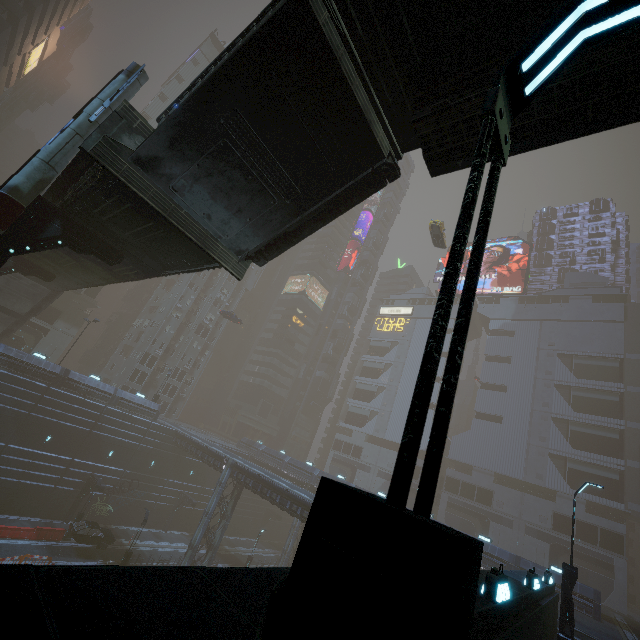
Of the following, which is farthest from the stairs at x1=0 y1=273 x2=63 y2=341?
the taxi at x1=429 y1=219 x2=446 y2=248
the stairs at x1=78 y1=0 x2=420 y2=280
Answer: the taxi at x1=429 y1=219 x2=446 y2=248

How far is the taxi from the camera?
37.00m

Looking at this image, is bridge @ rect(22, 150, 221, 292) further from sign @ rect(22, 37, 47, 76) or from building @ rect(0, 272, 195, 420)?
sign @ rect(22, 37, 47, 76)

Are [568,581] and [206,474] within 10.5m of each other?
no

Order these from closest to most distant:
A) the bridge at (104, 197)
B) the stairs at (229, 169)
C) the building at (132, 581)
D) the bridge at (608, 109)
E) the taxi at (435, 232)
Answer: the building at (132, 581) < the bridge at (608, 109) < the stairs at (229, 169) < the bridge at (104, 197) < the taxi at (435, 232)

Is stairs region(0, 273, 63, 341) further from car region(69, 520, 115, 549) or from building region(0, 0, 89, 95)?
car region(69, 520, 115, 549)

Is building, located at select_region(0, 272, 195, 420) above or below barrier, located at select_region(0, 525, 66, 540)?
above

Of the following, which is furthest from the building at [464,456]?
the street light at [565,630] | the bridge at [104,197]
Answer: the bridge at [104,197]
